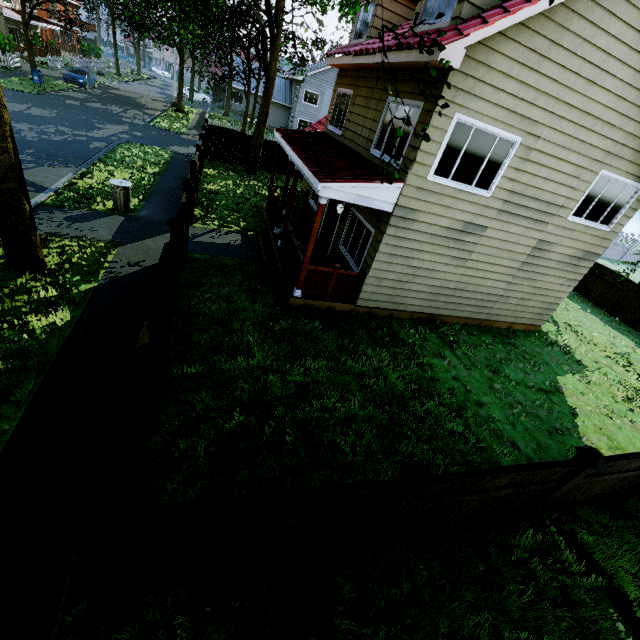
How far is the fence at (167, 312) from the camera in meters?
5.2 m

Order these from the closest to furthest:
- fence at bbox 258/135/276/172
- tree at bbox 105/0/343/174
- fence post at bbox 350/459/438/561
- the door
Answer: fence post at bbox 350/459/438/561 → the door → tree at bbox 105/0/343/174 → fence at bbox 258/135/276/172

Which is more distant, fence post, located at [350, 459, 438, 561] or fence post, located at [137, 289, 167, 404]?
fence post, located at [137, 289, 167, 404]

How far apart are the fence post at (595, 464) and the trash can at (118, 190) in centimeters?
1342cm

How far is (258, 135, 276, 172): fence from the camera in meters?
20.9 m

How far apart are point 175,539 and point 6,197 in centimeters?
785cm

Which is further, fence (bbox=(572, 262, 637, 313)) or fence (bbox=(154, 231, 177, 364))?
fence (bbox=(572, 262, 637, 313))
